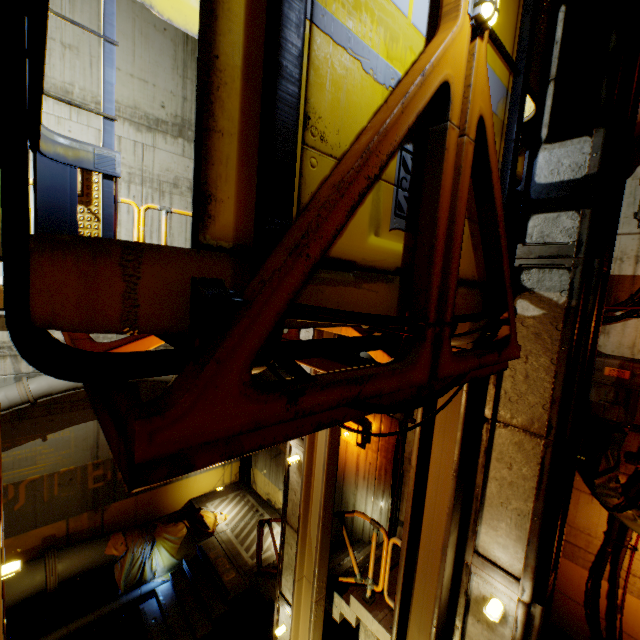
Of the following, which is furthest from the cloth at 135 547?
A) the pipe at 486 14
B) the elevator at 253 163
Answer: the pipe at 486 14

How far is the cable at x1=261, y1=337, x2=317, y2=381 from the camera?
0.91m

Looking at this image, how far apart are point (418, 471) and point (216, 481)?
10.04m

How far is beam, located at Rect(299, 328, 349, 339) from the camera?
4.37m

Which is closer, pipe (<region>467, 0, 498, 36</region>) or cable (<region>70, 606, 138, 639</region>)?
pipe (<region>467, 0, 498, 36</region>)

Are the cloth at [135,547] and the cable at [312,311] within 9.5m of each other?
no

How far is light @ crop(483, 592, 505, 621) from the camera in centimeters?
292cm

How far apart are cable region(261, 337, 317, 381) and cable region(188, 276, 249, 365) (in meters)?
0.12
